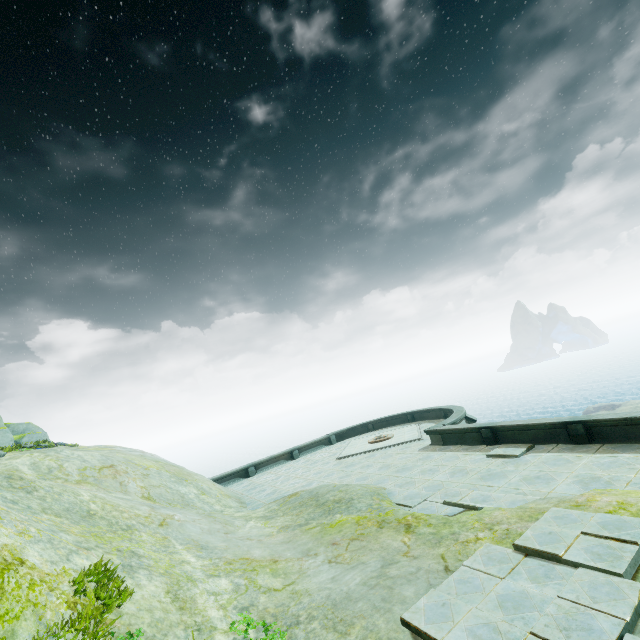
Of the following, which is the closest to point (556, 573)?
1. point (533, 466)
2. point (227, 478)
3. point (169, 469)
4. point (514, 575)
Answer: point (514, 575)
